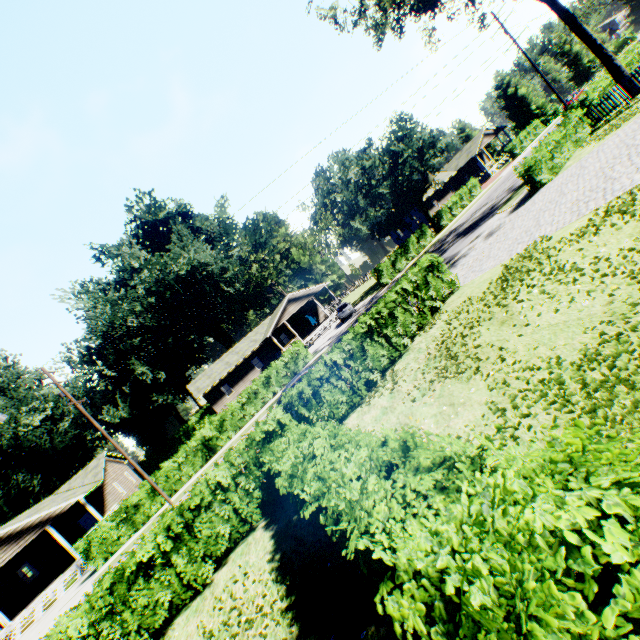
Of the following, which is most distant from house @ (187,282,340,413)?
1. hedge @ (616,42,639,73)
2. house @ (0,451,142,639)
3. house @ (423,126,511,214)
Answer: hedge @ (616,42,639,73)

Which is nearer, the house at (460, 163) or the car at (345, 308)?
the car at (345, 308)

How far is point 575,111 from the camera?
21.36m

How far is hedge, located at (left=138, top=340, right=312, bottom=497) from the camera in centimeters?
2364cm

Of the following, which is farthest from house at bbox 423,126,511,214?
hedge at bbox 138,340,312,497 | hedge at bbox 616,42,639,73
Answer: hedge at bbox 138,340,312,497

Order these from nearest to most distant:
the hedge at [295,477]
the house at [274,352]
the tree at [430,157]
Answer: the hedge at [295,477] < the tree at [430,157] < the house at [274,352]

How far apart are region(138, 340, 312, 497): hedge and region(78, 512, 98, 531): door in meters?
11.6

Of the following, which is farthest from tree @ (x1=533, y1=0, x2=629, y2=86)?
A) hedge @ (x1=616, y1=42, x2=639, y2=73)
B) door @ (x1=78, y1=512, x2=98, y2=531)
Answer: door @ (x1=78, y1=512, x2=98, y2=531)
